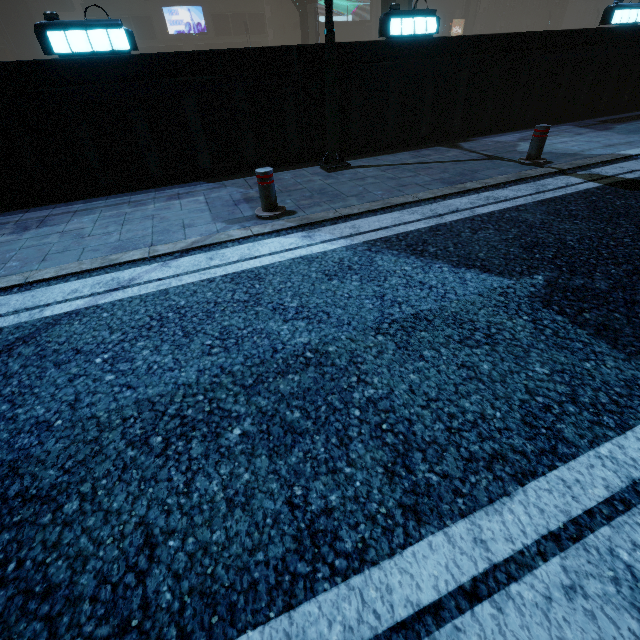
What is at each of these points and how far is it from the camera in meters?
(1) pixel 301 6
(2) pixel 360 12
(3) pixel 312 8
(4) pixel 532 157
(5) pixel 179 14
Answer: (1) building structure, 27.3 m
(2) sign, 48.1 m
(3) sm, 27.0 m
(4) bollard, 5.8 m
(5) sign, 44.4 m

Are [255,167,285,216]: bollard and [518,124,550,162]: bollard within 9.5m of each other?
yes

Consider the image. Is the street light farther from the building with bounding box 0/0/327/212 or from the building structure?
the building structure

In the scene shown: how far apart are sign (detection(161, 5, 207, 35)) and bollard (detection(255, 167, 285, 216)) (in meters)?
59.24

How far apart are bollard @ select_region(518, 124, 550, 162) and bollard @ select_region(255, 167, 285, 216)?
4.7 meters

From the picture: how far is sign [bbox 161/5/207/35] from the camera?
44.0 meters

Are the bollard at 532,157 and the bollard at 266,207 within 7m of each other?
yes

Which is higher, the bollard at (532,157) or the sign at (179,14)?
the sign at (179,14)
